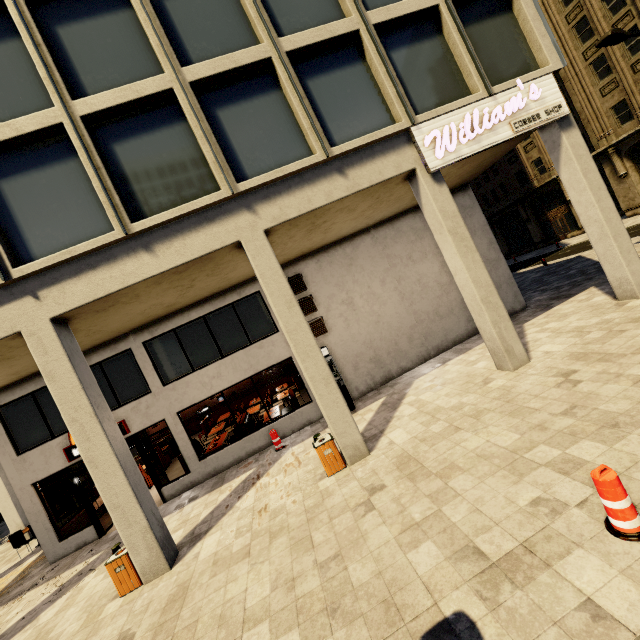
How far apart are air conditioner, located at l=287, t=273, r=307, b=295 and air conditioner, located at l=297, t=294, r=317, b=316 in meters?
0.2

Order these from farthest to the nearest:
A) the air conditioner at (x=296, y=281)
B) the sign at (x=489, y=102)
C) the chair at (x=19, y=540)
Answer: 1. the chair at (x=19, y=540)
2. the air conditioner at (x=296, y=281)
3. the sign at (x=489, y=102)

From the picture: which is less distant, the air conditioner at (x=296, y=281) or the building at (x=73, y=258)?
the building at (x=73, y=258)

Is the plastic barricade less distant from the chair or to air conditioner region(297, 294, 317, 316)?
air conditioner region(297, 294, 317, 316)

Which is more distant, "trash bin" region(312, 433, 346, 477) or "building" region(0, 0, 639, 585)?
"trash bin" region(312, 433, 346, 477)

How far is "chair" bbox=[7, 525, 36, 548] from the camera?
12.7m

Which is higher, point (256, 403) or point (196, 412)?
point (196, 412)

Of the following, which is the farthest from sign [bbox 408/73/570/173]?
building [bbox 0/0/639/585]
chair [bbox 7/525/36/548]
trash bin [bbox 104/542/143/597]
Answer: chair [bbox 7/525/36/548]
